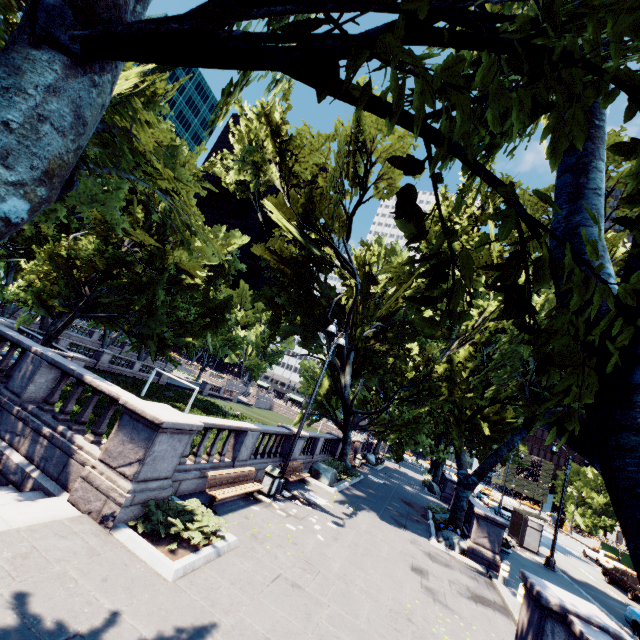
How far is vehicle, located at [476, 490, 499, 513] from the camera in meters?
39.7

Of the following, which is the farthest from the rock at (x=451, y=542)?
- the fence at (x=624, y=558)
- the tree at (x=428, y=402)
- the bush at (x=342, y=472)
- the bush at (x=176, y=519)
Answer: A: the fence at (x=624, y=558)

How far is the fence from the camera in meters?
31.9

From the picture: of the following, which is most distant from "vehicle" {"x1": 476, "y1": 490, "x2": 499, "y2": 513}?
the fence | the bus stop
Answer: the bus stop

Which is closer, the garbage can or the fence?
the garbage can

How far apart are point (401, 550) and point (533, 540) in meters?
17.3 m

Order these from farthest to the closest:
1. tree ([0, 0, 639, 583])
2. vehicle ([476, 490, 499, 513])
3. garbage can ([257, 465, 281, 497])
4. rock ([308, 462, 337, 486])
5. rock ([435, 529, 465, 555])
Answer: vehicle ([476, 490, 499, 513]) < rock ([308, 462, 337, 486]) < rock ([435, 529, 465, 555]) < garbage can ([257, 465, 281, 497]) < tree ([0, 0, 639, 583])

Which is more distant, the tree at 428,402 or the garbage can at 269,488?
the garbage can at 269,488
